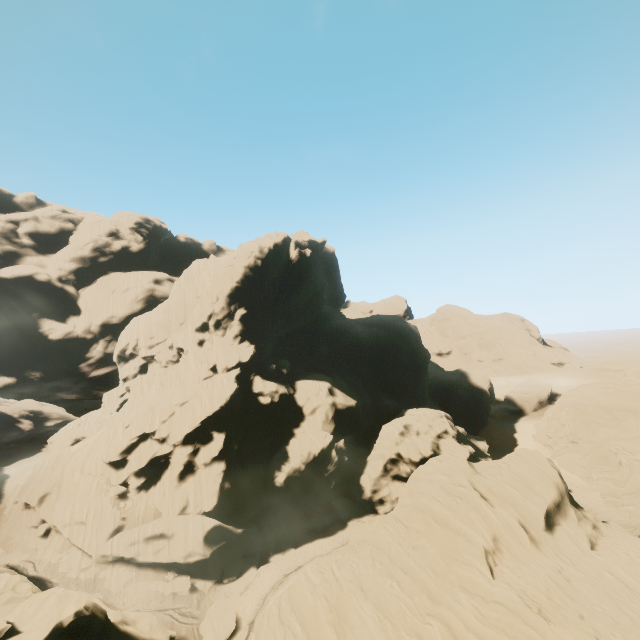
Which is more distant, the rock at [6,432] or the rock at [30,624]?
the rock at [6,432]

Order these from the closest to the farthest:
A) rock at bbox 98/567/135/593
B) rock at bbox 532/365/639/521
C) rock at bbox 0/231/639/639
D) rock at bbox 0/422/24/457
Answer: rock at bbox 0/231/639/639 < rock at bbox 98/567/135/593 < rock at bbox 532/365/639/521 < rock at bbox 0/422/24/457

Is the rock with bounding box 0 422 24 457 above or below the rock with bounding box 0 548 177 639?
above

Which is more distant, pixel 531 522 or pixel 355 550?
pixel 355 550

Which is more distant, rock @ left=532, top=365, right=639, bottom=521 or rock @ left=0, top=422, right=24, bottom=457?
rock @ left=0, top=422, right=24, bottom=457

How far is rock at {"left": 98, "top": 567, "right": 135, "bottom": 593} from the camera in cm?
3275
